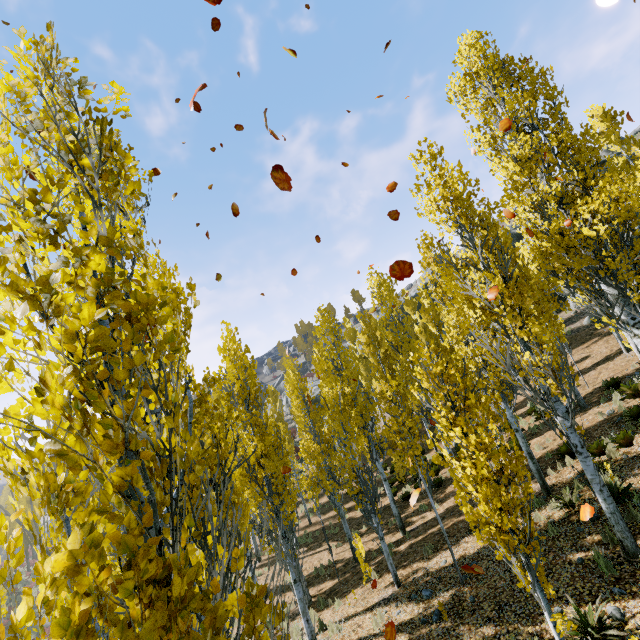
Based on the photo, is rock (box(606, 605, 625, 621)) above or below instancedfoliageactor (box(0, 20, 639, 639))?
below

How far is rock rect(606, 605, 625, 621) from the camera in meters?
5.3 m

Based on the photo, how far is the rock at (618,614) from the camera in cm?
525

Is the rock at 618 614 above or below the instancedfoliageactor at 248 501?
below

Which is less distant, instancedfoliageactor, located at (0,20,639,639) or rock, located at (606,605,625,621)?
instancedfoliageactor, located at (0,20,639,639)

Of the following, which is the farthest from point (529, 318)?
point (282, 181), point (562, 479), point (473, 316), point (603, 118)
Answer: point (603, 118)
